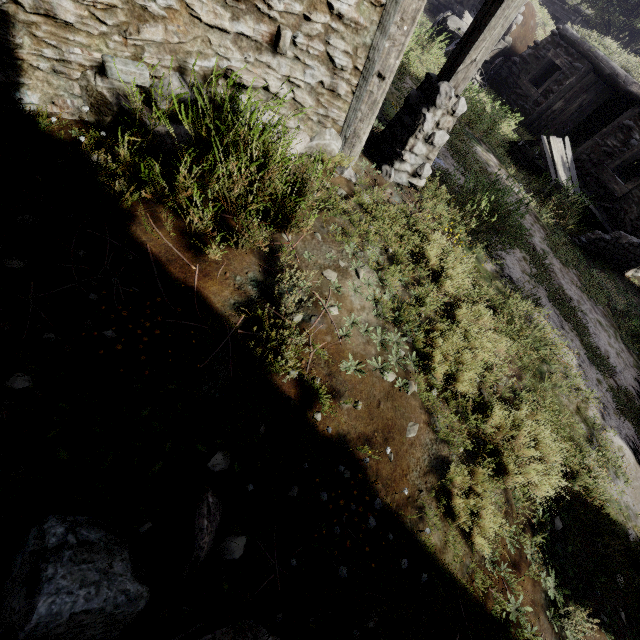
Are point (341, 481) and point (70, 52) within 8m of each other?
yes

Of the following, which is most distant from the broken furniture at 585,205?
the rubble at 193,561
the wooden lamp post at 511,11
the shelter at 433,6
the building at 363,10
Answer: the rubble at 193,561

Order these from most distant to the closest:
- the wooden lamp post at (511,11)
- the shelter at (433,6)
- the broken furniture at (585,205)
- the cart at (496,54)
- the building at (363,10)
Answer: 1. the shelter at (433,6)
2. the cart at (496,54)
3. the broken furniture at (585,205)
4. the wooden lamp post at (511,11)
5. the building at (363,10)

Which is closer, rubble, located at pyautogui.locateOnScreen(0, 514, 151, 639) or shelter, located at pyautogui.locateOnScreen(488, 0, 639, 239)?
rubble, located at pyautogui.locateOnScreen(0, 514, 151, 639)

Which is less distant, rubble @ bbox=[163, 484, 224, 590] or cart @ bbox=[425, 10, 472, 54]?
rubble @ bbox=[163, 484, 224, 590]

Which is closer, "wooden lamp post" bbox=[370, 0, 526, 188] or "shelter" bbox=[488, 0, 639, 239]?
"wooden lamp post" bbox=[370, 0, 526, 188]

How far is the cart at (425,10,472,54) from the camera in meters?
9.7

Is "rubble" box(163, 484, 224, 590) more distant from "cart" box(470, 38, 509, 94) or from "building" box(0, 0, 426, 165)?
"cart" box(470, 38, 509, 94)
